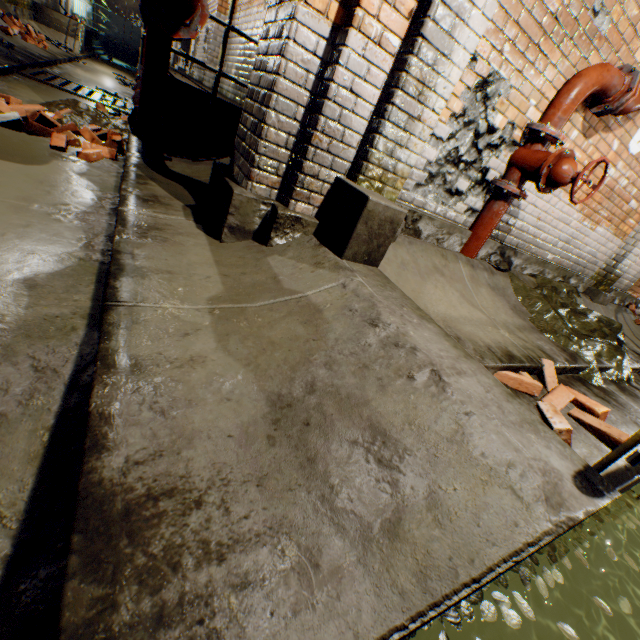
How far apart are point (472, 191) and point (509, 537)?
3.02m

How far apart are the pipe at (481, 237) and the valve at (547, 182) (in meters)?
0.07

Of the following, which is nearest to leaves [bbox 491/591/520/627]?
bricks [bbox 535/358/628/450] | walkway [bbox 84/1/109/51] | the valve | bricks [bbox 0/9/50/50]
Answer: bricks [bbox 535/358/628/450]

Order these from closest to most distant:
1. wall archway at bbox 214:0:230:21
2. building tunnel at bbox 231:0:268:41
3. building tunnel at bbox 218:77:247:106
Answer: building tunnel at bbox 231:0:268:41 → building tunnel at bbox 218:77:247:106 → wall archway at bbox 214:0:230:21

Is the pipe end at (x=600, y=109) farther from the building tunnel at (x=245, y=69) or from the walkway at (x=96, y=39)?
the walkway at (x=96, y=39)

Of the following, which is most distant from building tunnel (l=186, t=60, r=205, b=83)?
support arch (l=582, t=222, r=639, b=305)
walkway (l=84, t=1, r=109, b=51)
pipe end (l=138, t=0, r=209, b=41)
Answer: support arch (l=582, t=222, r=639, b=305)

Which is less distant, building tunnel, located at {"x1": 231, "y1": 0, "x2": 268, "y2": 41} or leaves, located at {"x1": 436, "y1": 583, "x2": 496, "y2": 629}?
leaves, located at {"x1": 436, "y1": 583, "x2": 496, "y2": 629}

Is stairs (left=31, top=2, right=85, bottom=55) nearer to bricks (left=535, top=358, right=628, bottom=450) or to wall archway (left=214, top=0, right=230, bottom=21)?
wall archway (left=214, top=0, right=230, bottom=21)
